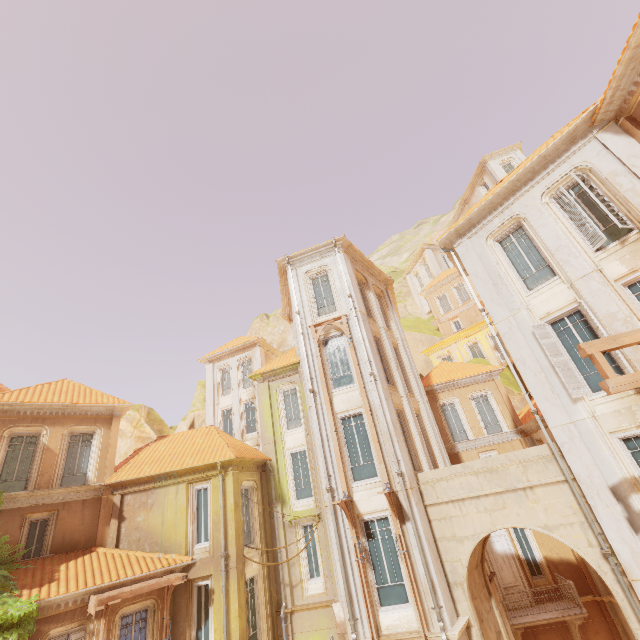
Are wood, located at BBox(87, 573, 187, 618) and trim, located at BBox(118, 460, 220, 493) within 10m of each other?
yes

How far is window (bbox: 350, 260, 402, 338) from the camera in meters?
17.8 m

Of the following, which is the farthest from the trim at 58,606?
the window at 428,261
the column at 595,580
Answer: the window at 428,261

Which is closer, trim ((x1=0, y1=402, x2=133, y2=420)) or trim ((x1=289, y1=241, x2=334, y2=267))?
trim ((x1=0, y1=402, x2=133, y2=420))

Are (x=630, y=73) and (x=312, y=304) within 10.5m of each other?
no

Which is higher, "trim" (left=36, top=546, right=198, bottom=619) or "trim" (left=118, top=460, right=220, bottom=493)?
"trim" (left=118, top=460, right=220, bottom=493)

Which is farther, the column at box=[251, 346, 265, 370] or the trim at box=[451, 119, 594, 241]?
the column at box=[251, 346, 265, 370]

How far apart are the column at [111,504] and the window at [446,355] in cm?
2806
